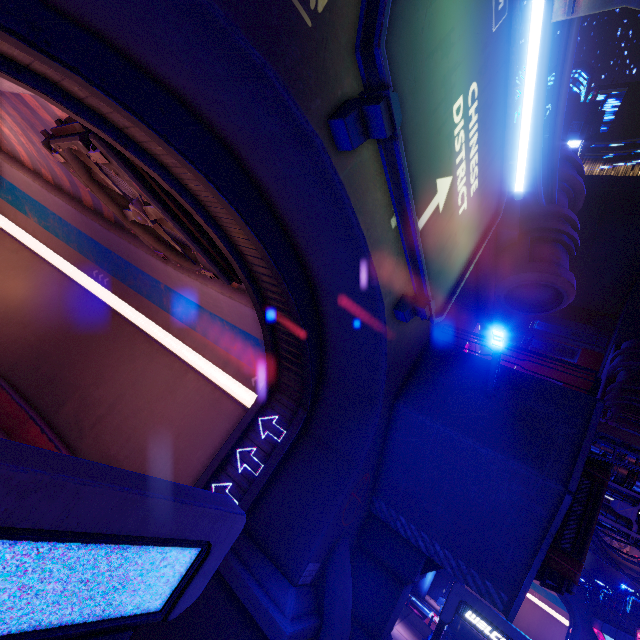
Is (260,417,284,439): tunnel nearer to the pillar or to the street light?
the pillar

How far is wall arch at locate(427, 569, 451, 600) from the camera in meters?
45.9

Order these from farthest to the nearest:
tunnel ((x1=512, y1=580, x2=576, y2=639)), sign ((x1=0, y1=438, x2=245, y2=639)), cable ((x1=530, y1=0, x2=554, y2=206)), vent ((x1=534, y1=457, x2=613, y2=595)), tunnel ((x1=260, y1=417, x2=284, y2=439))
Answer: tunnel ((x1=512, y1=580, x2=576, y2=639)), tunnel ((x1=260, y1=417, x2=284, y2=439)), vent ((x1=534, y1=457, x2=613, y2=595)), cable ((x1=530, y1=0, x2=554, y2=206)), sign ((x1=0, y1=438, x2=245, y2=639))

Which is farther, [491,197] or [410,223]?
[491,197]

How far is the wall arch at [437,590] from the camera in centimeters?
4593cm

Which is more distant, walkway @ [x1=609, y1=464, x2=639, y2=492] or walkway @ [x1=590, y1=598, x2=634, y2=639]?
walkway @ [x1=590, y1=598, x2=634, y2=639]

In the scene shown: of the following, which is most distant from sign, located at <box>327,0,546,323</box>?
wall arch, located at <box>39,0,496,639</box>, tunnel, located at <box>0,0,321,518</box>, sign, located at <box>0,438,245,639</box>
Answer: sign, located at <box>0,438,245,639</box>

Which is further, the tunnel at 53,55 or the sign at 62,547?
the tunnel at 53,55
